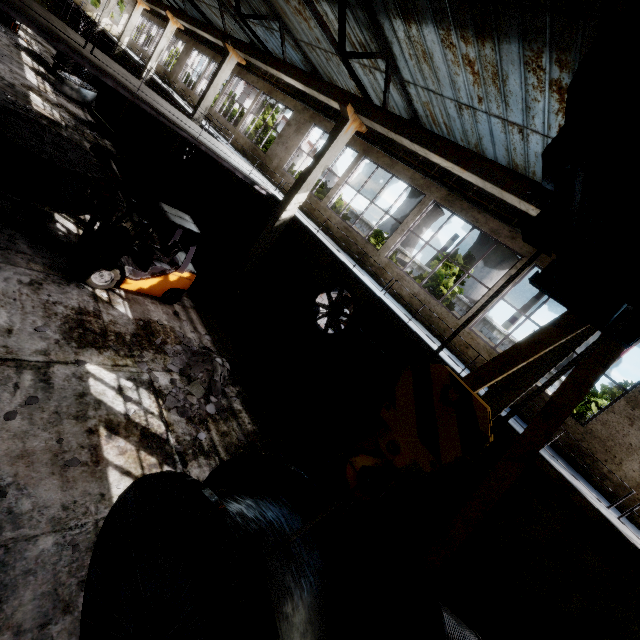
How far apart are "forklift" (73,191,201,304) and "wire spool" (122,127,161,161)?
14.8 meters

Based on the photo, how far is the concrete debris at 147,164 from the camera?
18.4m

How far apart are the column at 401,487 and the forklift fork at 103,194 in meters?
8.6

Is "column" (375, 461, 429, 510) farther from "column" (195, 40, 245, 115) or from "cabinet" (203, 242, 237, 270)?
"column" (195, 40, 245, 115)

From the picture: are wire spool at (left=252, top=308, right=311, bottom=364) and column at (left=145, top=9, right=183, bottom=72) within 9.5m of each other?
no

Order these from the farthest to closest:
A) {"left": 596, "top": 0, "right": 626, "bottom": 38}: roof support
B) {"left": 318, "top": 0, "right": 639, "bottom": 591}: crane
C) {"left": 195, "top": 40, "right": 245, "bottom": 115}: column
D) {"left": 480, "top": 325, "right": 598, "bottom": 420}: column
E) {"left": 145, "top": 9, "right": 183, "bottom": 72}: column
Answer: {"left": 145, "top": 9, "right": 183, "bottom": 72}: column < {"left": 195, "top": 40, "right": 245, "bottom": 115}: column < {"left": 480, "top": 325, "right": 598, "bottom": 420}: column < {"left": 596, "top": 0, "right": 626, "bottom": 38}: roof support < {"left": 318, "top": 0, "right": 639, "bottom": 591}: crane

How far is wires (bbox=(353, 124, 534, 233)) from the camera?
9.9m

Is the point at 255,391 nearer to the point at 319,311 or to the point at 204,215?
the point at 319,311
